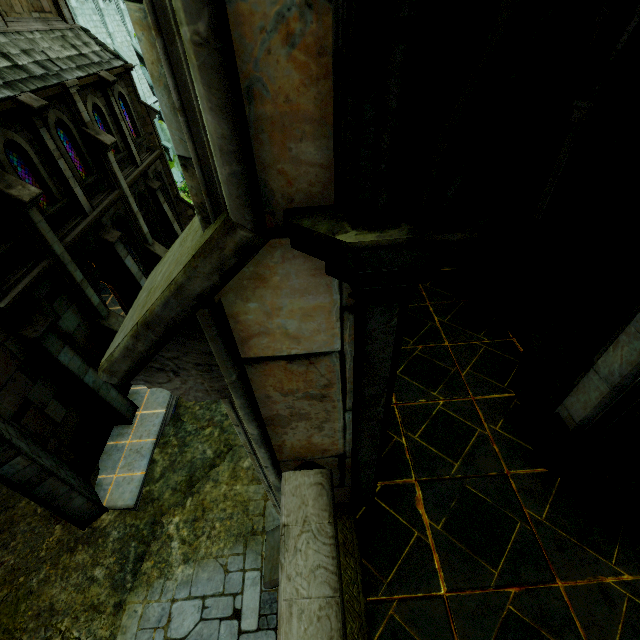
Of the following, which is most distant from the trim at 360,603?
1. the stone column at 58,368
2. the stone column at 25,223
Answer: the stone column at 25,223

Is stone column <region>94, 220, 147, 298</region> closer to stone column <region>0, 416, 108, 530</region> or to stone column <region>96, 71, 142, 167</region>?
stone column <region>96, 71, 142, 167</region>

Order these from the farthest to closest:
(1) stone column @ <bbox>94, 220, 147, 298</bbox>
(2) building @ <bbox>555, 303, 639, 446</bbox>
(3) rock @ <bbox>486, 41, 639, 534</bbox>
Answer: (1) stone column @ <bbox>94, 220, 147, 298</bbox>, (3) rock @ <bbox>486, 41, 639, 534</bbox>, (2) building @ <bbox>555, 303, 639, 446</bbox>

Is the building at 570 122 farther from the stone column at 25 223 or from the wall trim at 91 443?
the wall trim at 91 443

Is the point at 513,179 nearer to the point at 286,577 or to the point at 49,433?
the point at 286,577

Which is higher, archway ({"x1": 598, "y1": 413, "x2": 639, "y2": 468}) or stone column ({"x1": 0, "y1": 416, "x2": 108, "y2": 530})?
archway ({"x1": 598, "y1": 413, "x2": 639, "y2": 468})

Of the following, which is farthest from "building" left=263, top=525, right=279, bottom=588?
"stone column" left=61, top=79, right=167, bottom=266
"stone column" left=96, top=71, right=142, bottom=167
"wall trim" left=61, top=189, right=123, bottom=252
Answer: "stone column" left=96, top=71, right=142, bottom=167

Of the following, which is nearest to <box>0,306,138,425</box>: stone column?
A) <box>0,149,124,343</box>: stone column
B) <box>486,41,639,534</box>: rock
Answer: <box>0,149,124,343</box>: stone column
